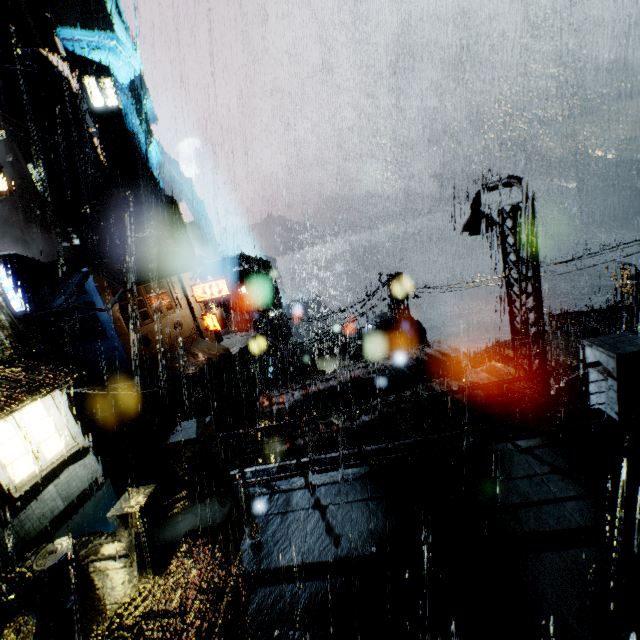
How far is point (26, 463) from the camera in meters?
9.8

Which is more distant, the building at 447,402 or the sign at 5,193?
the sign at 5,193

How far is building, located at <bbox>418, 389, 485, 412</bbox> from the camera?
9.87m

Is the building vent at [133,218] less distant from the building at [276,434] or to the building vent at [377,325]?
the building at [276,434]

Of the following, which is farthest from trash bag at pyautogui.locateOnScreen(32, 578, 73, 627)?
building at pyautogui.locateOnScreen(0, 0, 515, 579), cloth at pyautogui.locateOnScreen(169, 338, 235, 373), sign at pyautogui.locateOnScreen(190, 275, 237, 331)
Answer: sign at pyautogui.locateOnScreen(190, 275, 237, 331)

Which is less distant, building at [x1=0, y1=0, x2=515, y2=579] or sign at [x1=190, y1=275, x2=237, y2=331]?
building at [x1=0, y1=0, x2=515, y2=579]

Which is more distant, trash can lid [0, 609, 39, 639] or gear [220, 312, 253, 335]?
gear [220, 312, 253, 335]

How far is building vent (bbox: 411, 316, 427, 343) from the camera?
19.3m
